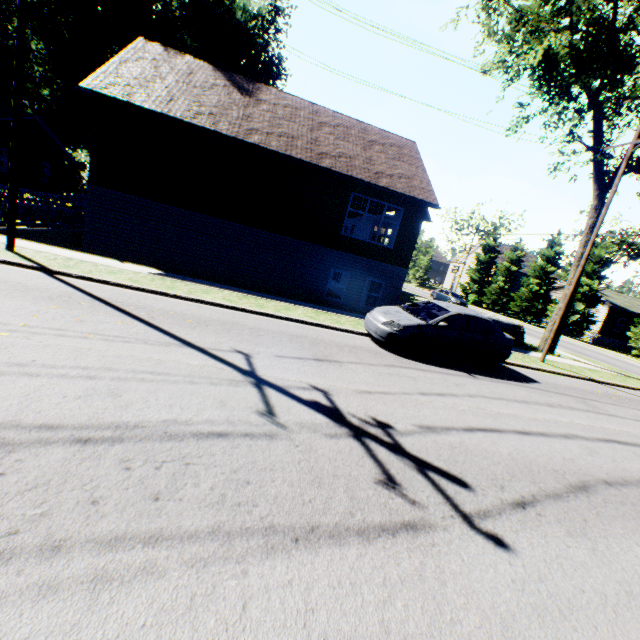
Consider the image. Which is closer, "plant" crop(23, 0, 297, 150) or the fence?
the fence

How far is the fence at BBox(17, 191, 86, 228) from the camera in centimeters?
1359cm

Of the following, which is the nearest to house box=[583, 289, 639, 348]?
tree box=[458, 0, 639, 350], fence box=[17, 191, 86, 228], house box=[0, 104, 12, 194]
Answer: tree box=[458, 0, 639, 350]

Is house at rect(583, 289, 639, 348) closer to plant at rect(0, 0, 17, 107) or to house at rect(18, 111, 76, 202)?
plant at rect(0, 0, 17, 107)

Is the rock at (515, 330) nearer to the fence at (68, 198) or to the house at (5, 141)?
the house at (5, 141)

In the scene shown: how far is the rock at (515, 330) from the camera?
19.0m

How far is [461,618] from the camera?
2.33m

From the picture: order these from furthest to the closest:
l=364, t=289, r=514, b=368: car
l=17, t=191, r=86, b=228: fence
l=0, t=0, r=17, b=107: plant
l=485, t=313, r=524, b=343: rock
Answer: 1. l=0, t=0, r=17, b=107: plant
2. l=485, t=313, r=524, b=343: rock
3. l=17, t=191, r=86, b=228: fence
4. l=364, t=289, r=514, b=368: car
